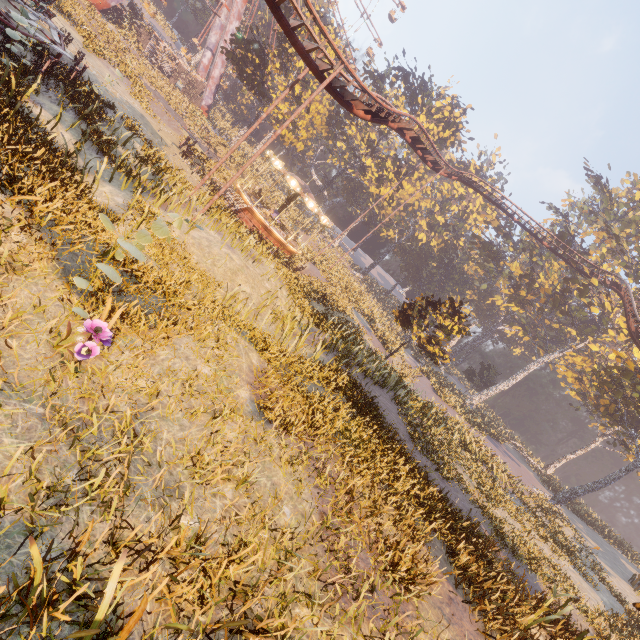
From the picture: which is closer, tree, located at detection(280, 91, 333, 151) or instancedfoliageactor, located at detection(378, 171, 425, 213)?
tree, located at detection(280, 91, 333, 151)

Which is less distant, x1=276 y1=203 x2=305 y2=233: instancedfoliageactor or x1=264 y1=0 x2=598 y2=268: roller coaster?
x1=264 y1=0 x2=598 y2=268: roller coaster

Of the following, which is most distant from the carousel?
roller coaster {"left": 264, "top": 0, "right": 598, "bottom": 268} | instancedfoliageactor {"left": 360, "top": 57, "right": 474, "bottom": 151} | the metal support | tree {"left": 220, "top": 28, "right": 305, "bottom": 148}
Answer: instancedfoliageactor {"left": 360, "top": 57, "right": 474, "bottom": 151}

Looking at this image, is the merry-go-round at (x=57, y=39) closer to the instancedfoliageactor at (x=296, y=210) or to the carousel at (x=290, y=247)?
the carousel at (x=290, y=247)

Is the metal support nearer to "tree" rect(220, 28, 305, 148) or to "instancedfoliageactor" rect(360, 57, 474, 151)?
"tree" rect(220, 28, 305, 148)

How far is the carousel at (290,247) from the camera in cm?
2406

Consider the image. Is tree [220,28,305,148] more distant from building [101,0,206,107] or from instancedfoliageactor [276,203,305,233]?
instancedfoliageactor [276,203,305,233]

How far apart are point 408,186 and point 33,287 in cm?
5319
